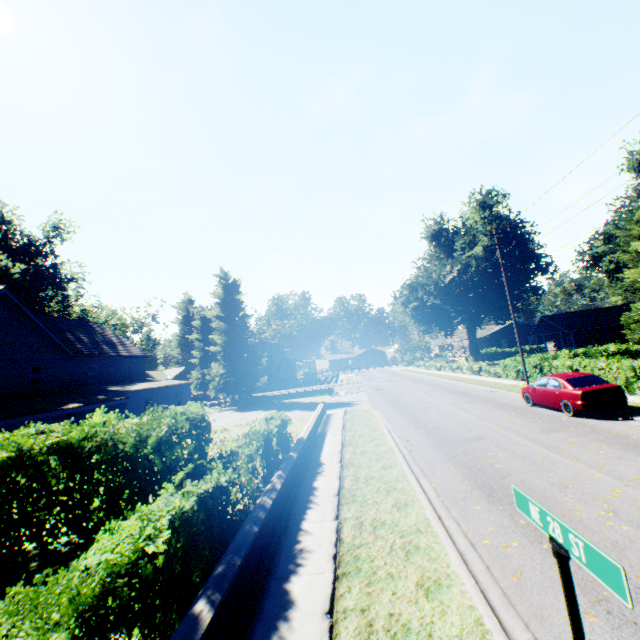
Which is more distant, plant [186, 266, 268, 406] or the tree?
plant [186, 266, 268, 406]

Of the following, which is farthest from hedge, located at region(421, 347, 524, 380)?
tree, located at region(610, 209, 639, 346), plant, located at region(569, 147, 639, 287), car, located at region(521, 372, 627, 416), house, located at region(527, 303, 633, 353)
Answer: house, located at region(527, 303, 633, 353)

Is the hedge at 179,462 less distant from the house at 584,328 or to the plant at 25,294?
the plant at 25,294

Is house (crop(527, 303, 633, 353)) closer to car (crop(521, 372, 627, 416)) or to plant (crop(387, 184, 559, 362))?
plant (crop(387, 184, 559, 362))

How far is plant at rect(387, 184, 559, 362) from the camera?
39.2m

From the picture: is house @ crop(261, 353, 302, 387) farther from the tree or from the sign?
the sign

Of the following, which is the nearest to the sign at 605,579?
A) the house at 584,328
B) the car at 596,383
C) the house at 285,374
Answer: the car at 596,383

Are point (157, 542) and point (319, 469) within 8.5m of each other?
yes
